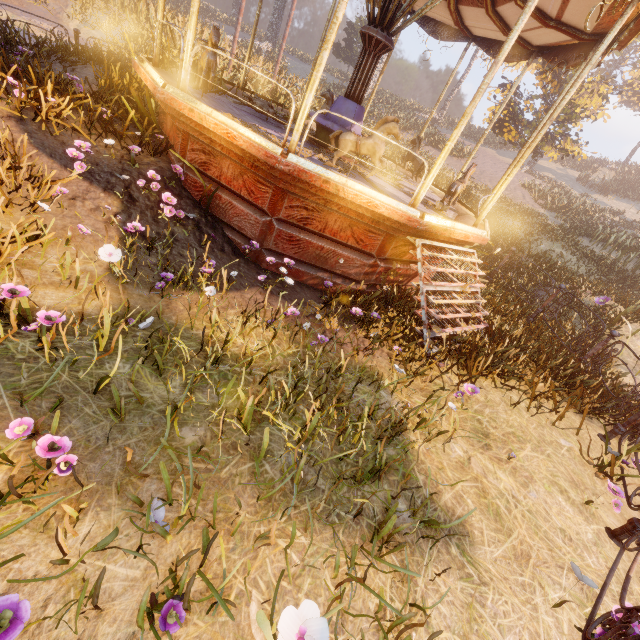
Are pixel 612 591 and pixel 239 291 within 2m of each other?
no

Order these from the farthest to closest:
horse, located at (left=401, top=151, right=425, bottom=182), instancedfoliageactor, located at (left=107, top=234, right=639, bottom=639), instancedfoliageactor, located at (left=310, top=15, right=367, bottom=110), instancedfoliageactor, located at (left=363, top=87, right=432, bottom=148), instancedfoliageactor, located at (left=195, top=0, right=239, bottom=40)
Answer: instancedfoliageactor, located at (left=363, top=87, right=432, bottom=148) → instancedfoliageactor, located at (left=310, top=15, right=367, bottom=110) → instancedfoliageactor, located at (left=195, top=0, right=239, bottom=40) → horse, located at (left=401, top=151, right=425, bottom=182) → instancedfoliageactor, located at (left=107, top=234, right=639, bottom=639)

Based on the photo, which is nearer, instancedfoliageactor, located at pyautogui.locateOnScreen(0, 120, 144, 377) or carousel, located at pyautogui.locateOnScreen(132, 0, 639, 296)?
instancedfoliageactor, located at pyautogui.locateOnScreen(0, 120, 144, 377)

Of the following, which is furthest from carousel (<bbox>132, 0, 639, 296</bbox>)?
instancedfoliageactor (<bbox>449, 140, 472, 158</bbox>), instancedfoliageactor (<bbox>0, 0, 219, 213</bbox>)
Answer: instancedfoliageactor (<bbox>449, 140, 472, 158</bbox>)

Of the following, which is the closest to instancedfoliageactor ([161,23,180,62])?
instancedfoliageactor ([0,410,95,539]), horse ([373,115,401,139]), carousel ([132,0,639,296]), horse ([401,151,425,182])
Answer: carousel ([132,0,639,296])

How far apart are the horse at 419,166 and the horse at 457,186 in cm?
208

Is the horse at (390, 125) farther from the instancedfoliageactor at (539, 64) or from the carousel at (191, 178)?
the instancedfoliageactor at (539, 64)

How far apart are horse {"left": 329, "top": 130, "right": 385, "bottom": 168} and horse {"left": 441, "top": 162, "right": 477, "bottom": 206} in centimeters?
195cm
